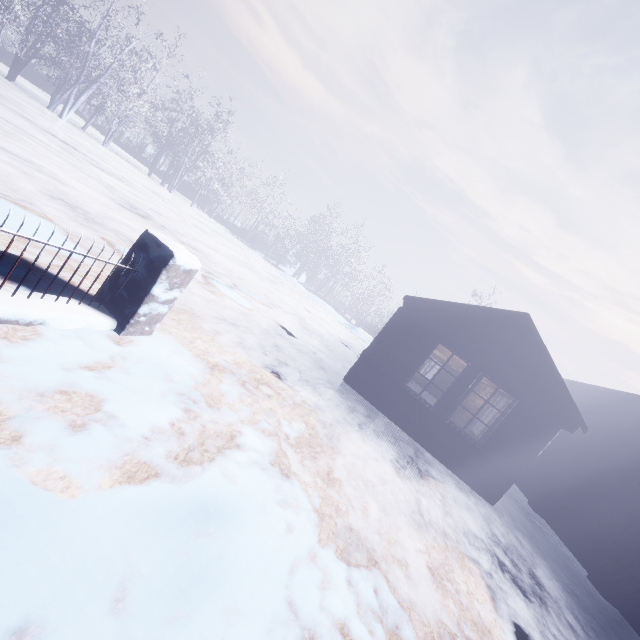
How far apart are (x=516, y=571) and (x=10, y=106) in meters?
17.0
